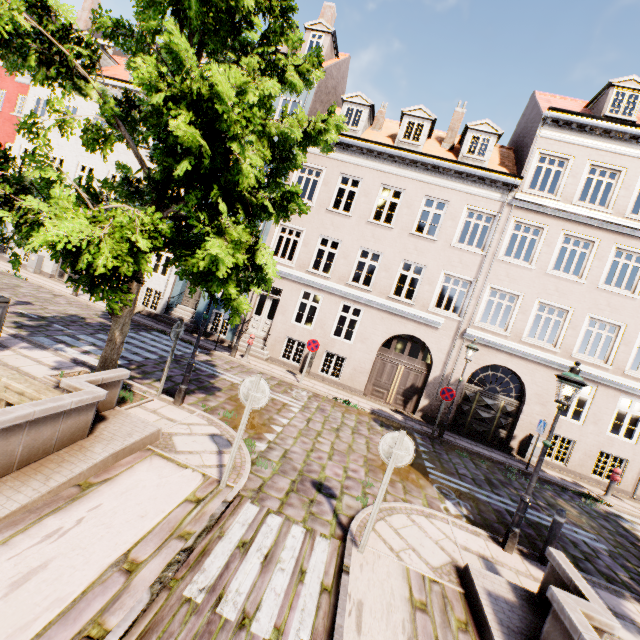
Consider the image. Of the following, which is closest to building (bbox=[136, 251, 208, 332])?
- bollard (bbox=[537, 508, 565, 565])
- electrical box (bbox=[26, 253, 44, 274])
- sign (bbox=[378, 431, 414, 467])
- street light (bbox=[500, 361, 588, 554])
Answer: street light (bbox=[500, 361, 588, 554])

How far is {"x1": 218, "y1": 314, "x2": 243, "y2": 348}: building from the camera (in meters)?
15.38

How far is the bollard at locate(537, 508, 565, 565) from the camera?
6.1m

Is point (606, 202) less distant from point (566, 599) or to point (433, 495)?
point (433, 495)

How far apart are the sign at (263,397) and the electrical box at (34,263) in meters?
18.7 m

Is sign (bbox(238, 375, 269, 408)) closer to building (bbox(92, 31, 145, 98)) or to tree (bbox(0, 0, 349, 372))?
tree (bbox(0, 0, 349, 372))

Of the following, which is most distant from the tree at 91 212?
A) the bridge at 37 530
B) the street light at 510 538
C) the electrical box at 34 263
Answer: the electrical box at 34 263

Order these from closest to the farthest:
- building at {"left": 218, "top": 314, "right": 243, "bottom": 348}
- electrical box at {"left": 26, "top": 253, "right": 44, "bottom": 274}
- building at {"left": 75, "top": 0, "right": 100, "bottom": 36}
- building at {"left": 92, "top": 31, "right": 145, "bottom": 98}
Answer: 1. building at {"left": 218, "top": 314, "right": 243, "bottom": 348}
2. building at {"left": 92, "top": 31, "right": 145, "bottom": 98}
3. electrical box at {"left": 26, "top": 253, "right": 44, "bottom": 274}
4. building at {"left": 75, "top": 0, "right": 100, "bottom": 36}
